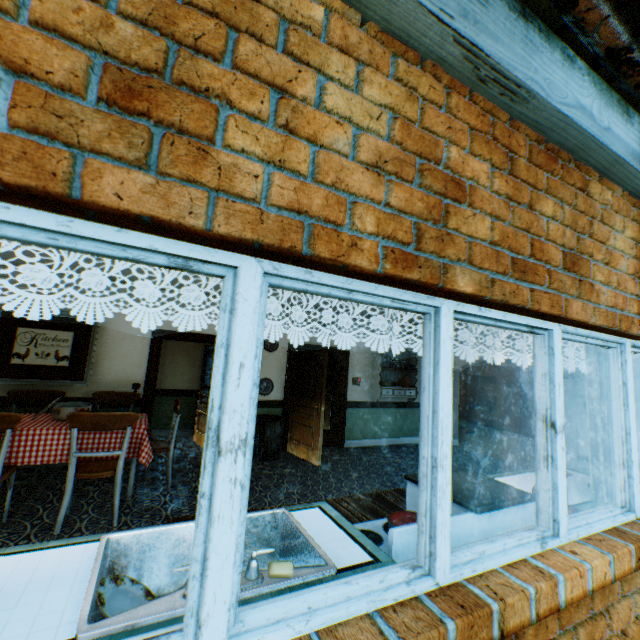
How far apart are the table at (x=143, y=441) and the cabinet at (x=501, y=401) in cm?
1133

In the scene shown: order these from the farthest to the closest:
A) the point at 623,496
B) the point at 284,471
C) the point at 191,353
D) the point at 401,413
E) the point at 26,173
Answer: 1. the point at 401,413
2. the point at 191,353
3. the point at 284,471
4. the point at 623,496
5. the point at 26,173

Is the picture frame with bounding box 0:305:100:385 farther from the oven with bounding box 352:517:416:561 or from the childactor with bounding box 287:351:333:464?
the oven with bounding box 352:517:416:561

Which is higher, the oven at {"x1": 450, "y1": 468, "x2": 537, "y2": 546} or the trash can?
the oven at {"x1": 450, "y1": 468, "x2": 537, "y2": 546}

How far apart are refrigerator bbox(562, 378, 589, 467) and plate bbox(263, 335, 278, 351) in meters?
5.7 m

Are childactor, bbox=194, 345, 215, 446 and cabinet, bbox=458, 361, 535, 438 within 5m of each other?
no

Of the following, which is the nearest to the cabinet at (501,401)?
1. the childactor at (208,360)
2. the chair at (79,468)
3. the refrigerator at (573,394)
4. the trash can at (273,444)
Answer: the refrigerator at (573,394)

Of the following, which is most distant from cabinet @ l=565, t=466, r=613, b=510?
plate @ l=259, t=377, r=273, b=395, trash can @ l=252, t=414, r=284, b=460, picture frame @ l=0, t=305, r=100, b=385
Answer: picture frame @ l=0, t=305, r=100, b=385
